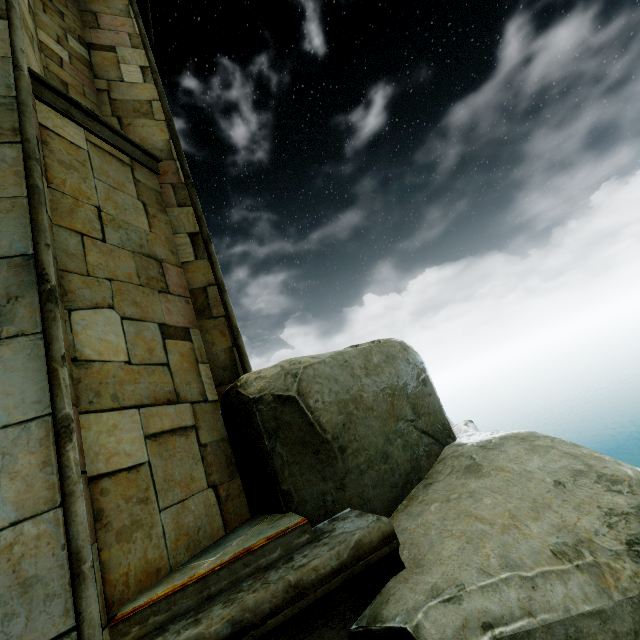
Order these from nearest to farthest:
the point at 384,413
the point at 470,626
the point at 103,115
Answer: the point at 470,626
the point at 384,413
the point at 103,115

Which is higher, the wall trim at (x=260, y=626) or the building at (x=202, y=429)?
the building at (x=202, y=429)

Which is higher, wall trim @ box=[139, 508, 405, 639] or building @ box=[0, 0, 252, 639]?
building @ box=[0, 0, 252, 639]
